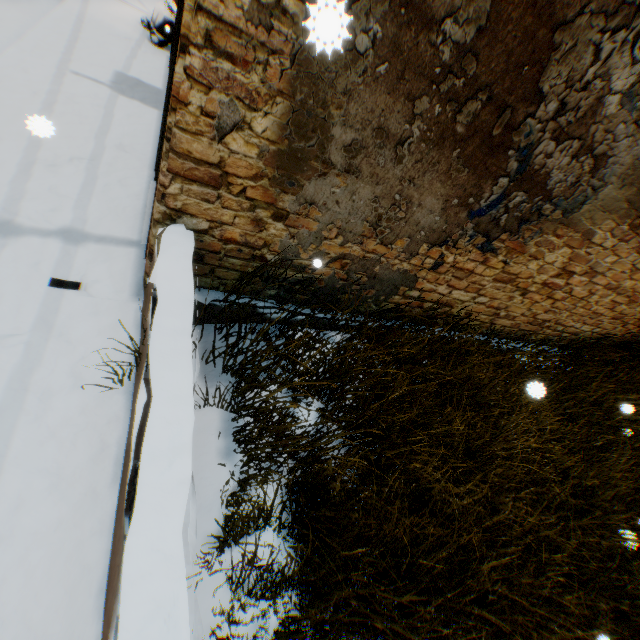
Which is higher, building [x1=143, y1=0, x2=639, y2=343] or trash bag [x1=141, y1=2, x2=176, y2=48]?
building [x1=143, y1=0, x2=639, y2=343]

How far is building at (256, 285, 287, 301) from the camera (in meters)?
3.21

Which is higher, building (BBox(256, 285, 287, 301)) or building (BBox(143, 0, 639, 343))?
building (BBox(143, 0, 639, 343))

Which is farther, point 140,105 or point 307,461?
point 140,105

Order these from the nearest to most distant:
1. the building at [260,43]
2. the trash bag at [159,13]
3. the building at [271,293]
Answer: the building at [260,43] → the building at [271,293] → the trash bag at [159,13]

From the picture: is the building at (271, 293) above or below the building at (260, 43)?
below

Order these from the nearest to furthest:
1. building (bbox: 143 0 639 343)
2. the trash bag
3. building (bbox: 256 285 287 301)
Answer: building (bbox: 143 0 639 343), building (bbox: 256 285 287 301), the trash bag

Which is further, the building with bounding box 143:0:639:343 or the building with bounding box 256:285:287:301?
the building with bounding box 256:285:287:301
